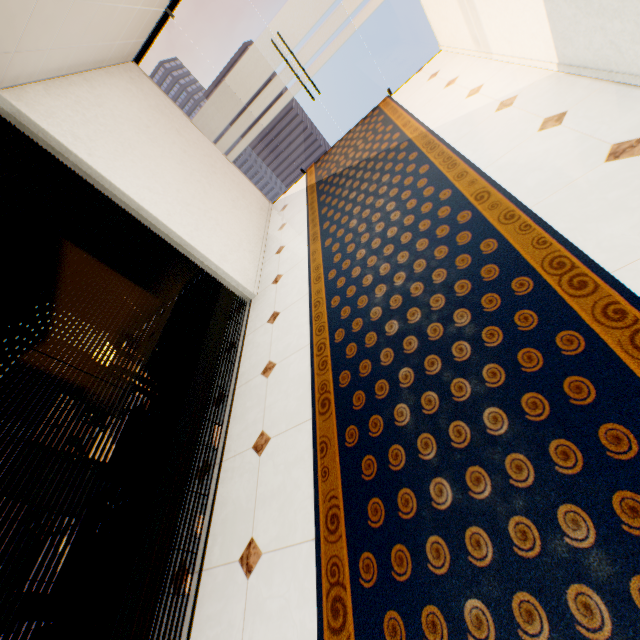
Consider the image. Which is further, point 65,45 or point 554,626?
point 65,45
